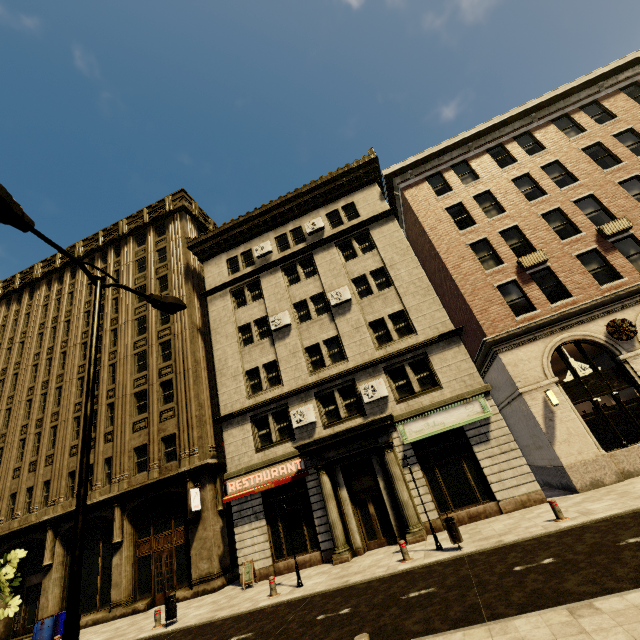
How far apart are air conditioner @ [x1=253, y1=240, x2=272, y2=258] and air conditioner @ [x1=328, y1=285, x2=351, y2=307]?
5.7 meters

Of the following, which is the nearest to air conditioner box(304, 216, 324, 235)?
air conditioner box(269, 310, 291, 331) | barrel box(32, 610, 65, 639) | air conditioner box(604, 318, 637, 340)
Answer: air conditioner box(269, 310, 291, 331)

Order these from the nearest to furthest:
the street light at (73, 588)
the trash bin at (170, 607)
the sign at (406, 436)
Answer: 1. the street light at (73, 588)
2. the trash bin at (170, 607)
3. the sign at (406, 436)

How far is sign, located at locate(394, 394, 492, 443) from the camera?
14.6 meters

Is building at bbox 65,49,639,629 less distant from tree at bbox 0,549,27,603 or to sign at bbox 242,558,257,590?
sign at bbox 242,558,257,590

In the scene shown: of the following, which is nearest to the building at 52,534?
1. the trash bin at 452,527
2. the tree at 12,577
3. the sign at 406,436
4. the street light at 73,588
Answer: the sign at 406,436

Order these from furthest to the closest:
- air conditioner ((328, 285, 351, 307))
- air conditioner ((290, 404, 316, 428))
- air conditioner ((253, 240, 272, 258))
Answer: air conditioner ((253, 240, 272, 258)) → air conditioner ((328, 285, 351, 307)) → air conditioner ((290, 404, 316, 428))

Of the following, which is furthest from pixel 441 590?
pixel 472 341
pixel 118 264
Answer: pixel 118 264
